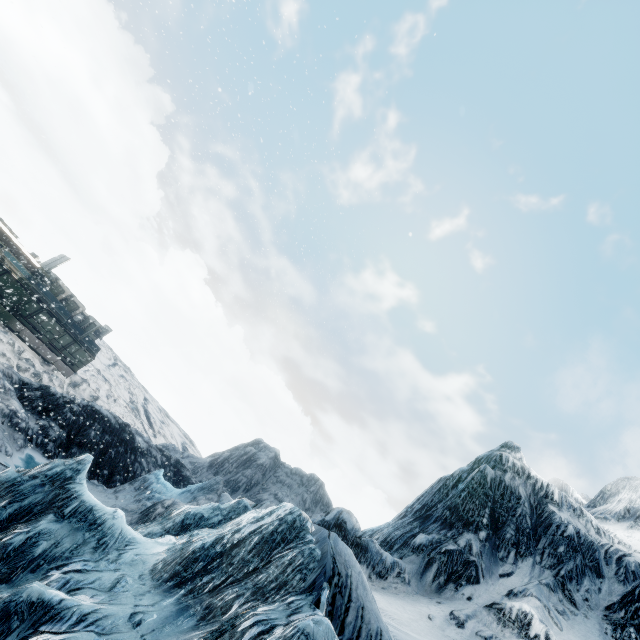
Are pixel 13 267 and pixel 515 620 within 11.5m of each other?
no
